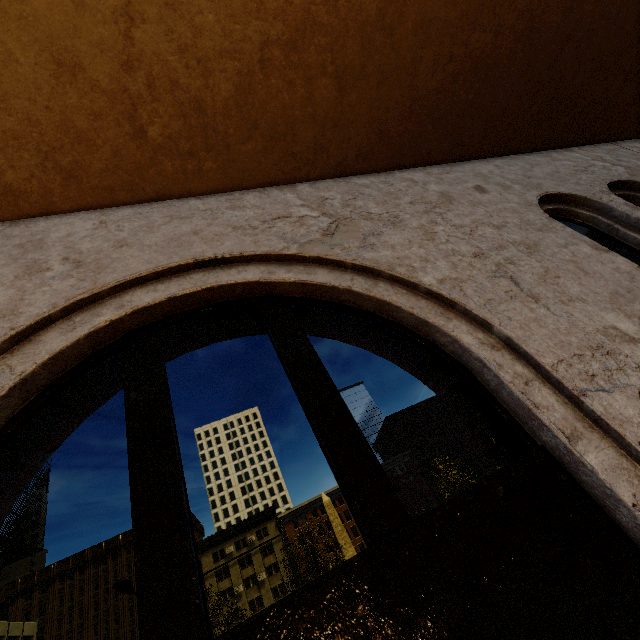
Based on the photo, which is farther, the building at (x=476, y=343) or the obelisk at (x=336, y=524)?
the obelisk at (x=336, y=524)

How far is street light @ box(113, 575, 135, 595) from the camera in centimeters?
1196cm

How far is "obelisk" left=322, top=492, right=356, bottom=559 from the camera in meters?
29.7 m

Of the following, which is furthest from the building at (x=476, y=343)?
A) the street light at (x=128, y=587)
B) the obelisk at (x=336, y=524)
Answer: the obelisk at (x=336, y=524)

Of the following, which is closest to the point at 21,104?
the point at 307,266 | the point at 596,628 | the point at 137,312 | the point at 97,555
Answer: the point at 137,312

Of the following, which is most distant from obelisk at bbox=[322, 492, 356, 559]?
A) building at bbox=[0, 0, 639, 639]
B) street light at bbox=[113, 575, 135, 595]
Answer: building at bbox=[0, 0, 639, 639]
